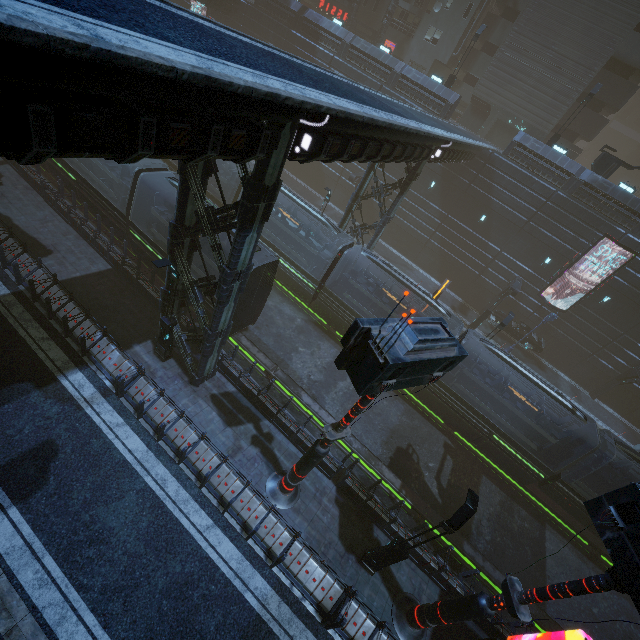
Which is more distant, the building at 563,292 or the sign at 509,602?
the building at 563,292

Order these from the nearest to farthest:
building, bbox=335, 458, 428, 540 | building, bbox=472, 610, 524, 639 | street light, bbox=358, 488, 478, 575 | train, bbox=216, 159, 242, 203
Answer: street light, bbox=358, 488, 478, 575 < building, bbox=472, 610, 524, 639 < building, bbox=335, 458, 428, 540 < train, bbox=216, 159, 242, 203

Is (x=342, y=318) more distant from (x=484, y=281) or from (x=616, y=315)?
(x=616, y=315)

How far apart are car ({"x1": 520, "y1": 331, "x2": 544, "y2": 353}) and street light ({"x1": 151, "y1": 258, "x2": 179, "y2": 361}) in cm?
2766

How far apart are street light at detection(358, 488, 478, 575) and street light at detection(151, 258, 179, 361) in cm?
1132

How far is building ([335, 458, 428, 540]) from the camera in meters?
12.8 m

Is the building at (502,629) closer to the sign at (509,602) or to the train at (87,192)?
the sign at (509,602)

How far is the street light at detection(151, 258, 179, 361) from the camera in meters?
10.8 m
